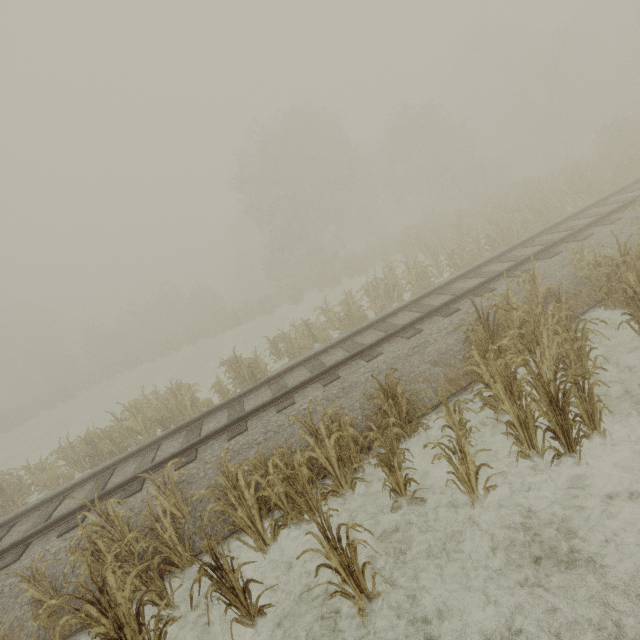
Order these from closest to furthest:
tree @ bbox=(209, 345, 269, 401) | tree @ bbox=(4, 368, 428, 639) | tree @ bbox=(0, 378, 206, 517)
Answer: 1. tree @ bbox=(4, 368, 428, 639)
2. tree @ bbox=(0, 378, 206, 517)
3. tree @ bbox=(209, 345, 269, 401)

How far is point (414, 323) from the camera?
8.58m

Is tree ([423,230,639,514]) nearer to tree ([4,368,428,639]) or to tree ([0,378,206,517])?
tree ([4,368,428,639])

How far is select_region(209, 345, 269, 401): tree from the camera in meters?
11.2

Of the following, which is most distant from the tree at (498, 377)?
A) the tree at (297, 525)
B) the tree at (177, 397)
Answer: the tree at (177, 397)

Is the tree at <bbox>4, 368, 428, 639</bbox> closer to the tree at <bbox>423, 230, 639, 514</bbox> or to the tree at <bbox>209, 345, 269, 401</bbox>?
the tree at <bbox>423, 230, 639, 514</bbox>

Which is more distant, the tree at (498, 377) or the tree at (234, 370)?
the tree at (234, 370)
